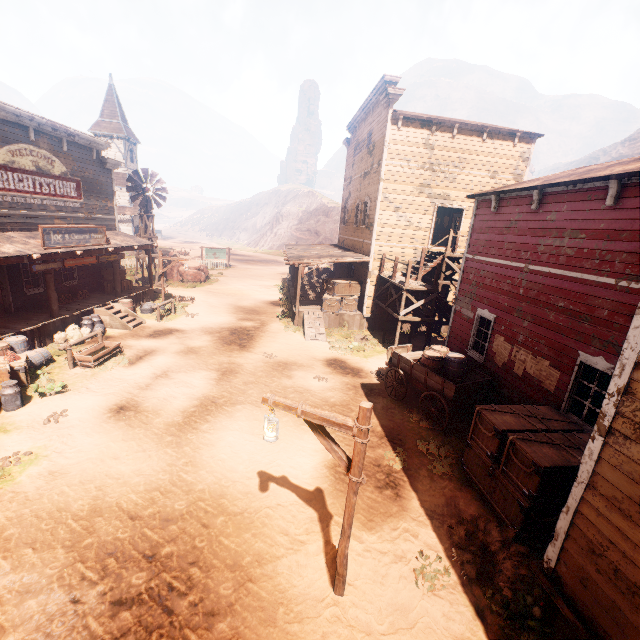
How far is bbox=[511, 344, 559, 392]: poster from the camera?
8.09m

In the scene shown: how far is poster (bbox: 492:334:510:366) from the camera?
9.7m

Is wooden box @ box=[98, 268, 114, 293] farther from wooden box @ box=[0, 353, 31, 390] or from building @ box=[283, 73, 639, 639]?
wooden box @ box=[0, 353, 31, 390]

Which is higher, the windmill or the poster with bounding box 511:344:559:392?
the windmill

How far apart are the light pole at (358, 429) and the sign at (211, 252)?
33.9 meters

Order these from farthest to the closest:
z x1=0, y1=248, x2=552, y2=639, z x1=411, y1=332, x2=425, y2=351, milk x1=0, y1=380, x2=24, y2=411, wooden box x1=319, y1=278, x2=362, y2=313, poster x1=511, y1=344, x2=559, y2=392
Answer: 1. wooden box x1=319, y1=278, x2=362, y2=313
2. z x1=411, y1=332, x2=425, y2=351
3. milk x1=0, y1=380, x2=24, y2=411
4. poster x1=511, y1=344, x2=559, y2=392
5. z x1=0, y1=248, x2=552, y2=639

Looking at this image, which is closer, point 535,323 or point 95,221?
point 535,323

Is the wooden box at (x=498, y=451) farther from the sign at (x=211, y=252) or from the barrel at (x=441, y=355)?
the sign at (x=211, y=252)
